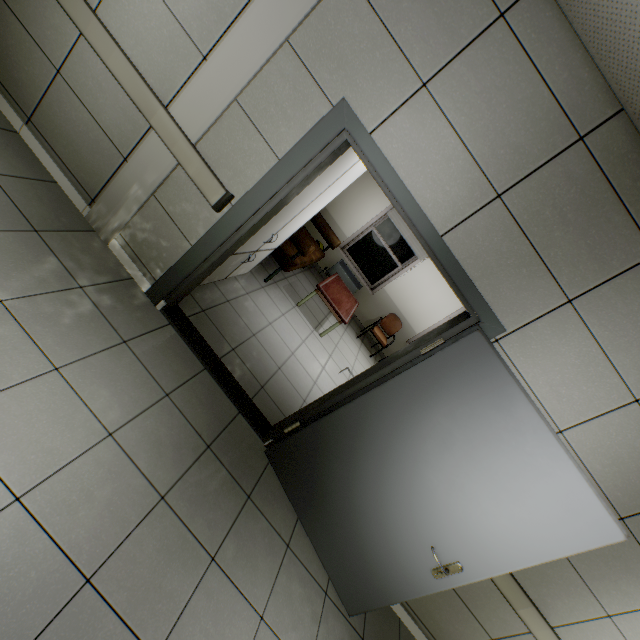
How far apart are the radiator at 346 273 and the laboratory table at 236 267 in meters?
3.3

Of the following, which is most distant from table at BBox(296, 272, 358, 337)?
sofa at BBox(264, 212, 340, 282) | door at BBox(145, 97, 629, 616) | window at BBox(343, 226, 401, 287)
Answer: door at BBox(145, 97, 629, 616)

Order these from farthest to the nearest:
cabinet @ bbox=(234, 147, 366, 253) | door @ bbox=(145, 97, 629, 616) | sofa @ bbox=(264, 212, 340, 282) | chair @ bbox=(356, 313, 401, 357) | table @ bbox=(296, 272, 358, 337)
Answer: chair @ bbox=(356, 313, 401, 357) → table @ bbox=(296, 272, 358, 337) → sofa @ bbox=(264, 212, 340, 282) → cabinet @ bbox=(234, 147, 366, 253) → door @ bbox=(145, 97, 629, 616)

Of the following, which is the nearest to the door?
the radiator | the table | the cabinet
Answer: the cabinet

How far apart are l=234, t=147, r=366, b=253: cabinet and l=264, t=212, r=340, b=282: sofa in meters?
0.4

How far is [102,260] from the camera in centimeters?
263cm

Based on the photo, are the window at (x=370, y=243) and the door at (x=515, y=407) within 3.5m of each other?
no

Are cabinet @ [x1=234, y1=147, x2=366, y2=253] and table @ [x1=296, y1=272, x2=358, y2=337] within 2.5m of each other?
yes
